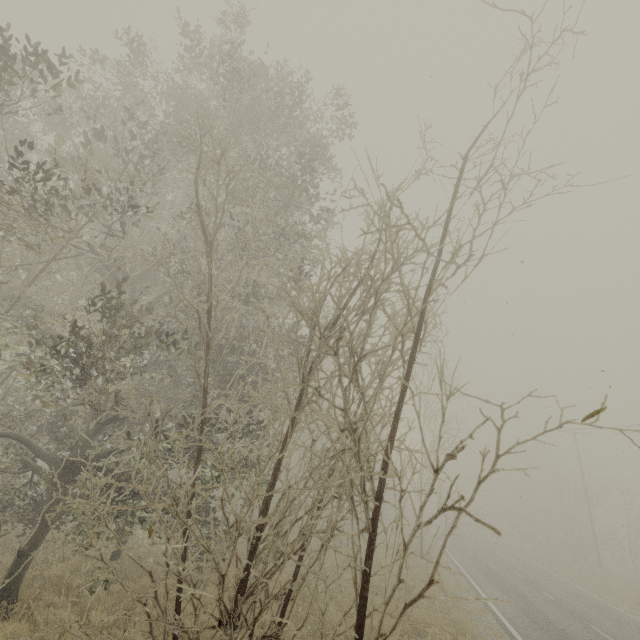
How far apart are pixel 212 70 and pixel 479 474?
12.7 meters
